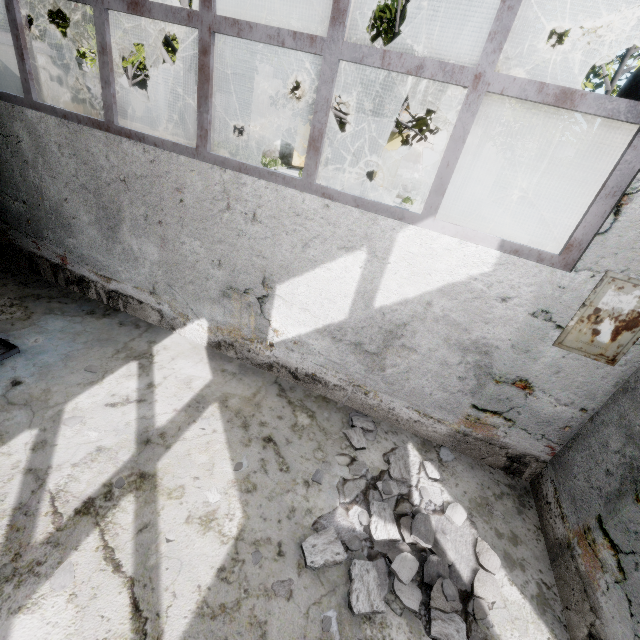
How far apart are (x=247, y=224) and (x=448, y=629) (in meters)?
4.29

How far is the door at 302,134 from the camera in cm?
2222

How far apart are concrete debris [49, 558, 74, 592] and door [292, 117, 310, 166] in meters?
24.6

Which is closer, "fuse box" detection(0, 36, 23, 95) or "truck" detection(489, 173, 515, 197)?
"fuse box" detection(0, 36, 23, 95)

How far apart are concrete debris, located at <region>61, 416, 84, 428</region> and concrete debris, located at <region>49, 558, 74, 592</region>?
1.39m

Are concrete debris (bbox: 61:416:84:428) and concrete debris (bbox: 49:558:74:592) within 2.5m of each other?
yes

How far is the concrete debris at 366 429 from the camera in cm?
395

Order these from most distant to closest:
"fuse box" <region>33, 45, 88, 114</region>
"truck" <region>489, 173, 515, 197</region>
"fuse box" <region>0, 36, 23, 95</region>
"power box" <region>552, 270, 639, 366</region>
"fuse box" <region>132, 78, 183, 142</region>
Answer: "truck" <region>489, 173, 515, 197</region>, "fuse box" <region>132, 78, 183, 142</region>, "fuse box" <region>33, 45, 88, 114</region>, "fuse box" <region>0, 36, 23, 95</region>, "power box" <region>552, 270, 639, 366</region>
